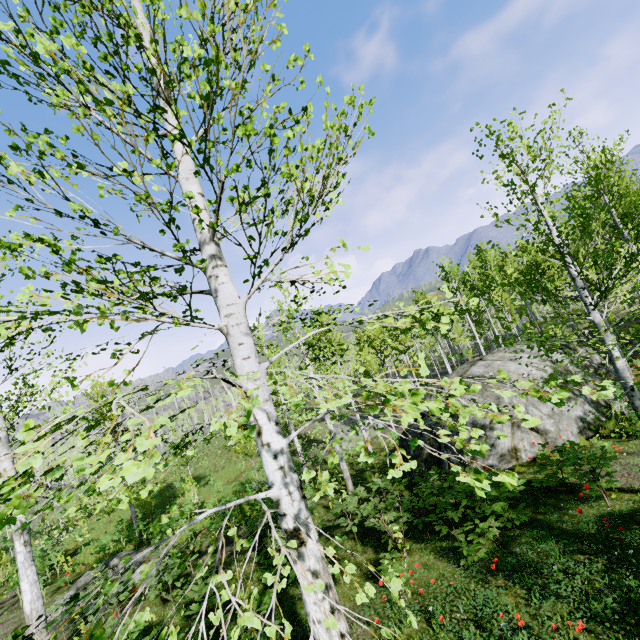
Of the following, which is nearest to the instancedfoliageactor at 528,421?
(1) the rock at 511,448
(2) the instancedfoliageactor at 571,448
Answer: (2) the instancedfoliageactor at 571,448

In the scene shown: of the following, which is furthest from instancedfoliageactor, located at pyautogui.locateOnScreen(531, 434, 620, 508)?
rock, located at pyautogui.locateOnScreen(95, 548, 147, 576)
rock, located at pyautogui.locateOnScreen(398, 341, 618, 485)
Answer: rock, located at pyautogui.locateOnScreen(95, 548, 147, 576)

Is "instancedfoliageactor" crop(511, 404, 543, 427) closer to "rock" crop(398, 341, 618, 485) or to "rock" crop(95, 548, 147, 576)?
"rock" crop(398, 341, 618, 485)

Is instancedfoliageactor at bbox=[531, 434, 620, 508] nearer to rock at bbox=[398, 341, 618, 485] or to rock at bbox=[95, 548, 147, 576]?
rock at bbox=[398, 341, 618, 485]

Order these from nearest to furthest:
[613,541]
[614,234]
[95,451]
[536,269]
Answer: [613,541] → [95,451] → [614,234] → [536,269]

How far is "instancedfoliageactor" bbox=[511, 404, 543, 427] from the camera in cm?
153

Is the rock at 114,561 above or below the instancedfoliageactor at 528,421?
below
